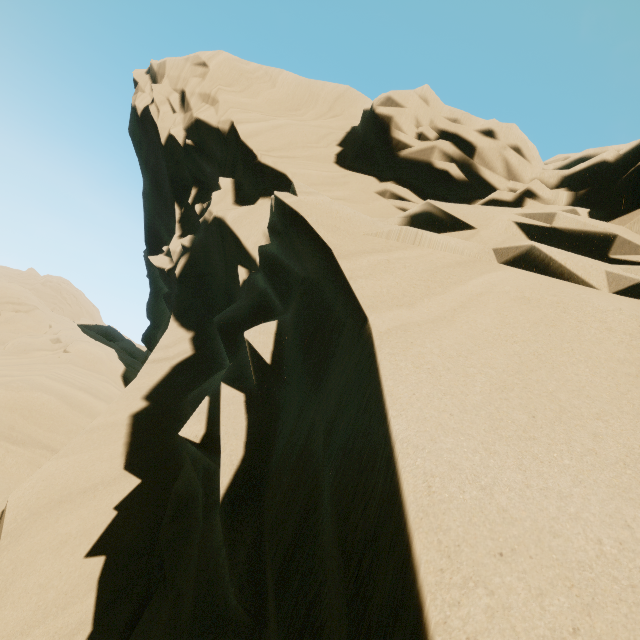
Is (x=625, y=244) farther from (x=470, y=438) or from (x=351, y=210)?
(x=470, y=438)
